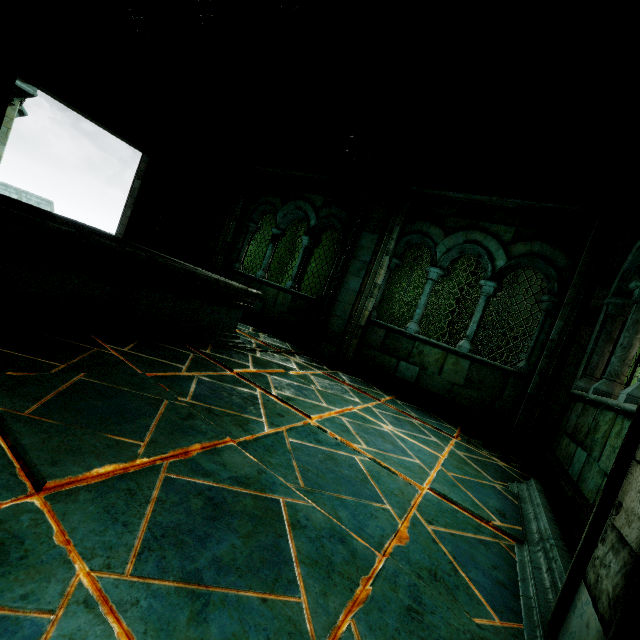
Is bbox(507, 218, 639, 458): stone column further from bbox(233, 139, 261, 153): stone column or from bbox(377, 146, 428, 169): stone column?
bbox(233, 139, 261, 153): stone column

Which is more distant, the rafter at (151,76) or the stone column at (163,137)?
Answer: the stone column at (163,137)

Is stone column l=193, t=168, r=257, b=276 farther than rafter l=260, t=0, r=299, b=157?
Yes

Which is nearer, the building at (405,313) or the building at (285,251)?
the building at (405,313)

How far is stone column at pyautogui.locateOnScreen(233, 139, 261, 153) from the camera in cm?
816

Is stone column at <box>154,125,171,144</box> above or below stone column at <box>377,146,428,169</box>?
above

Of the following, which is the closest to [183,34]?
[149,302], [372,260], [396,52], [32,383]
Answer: [396,52]

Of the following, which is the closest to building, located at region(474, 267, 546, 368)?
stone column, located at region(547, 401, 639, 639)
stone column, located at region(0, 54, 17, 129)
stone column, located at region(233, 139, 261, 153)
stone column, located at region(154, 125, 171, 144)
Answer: stone column, located at region(233, 139, 261, 153)
